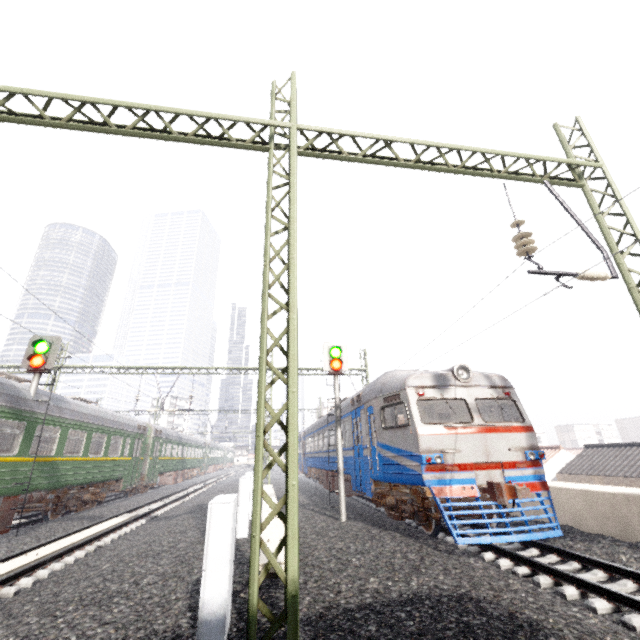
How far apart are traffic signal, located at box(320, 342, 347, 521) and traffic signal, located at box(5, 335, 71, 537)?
8.96m

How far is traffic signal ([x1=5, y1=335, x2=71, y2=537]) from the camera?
9.8 meters

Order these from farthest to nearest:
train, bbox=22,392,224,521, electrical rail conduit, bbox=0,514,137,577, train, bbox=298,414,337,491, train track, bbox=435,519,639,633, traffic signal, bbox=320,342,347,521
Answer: train, bbox=298,414,337,491
train, bbox=22,392,224,521
traffic signal, bbox=320,342,347,521
electrical rail conduit, bbox=0,514,137,577
train track, bbox=435,519,639,633

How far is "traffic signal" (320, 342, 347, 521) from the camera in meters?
10.4

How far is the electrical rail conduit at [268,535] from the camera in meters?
5.7

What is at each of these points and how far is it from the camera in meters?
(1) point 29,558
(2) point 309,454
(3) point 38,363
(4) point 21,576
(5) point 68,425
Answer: (1) electrical rail conduit, 7.3 m
(2) train, 24.2 m
(3) traffic signal, 10.4 m
(4) train track, 6.4 m
(5) train, 11.9 m

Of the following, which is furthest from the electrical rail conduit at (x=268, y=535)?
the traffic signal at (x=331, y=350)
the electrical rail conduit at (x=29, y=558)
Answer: the electrical rail conduit at (x=29, y=558)

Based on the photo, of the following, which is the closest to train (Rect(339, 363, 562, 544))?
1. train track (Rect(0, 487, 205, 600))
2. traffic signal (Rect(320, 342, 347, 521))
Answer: traffic signal (Rect(320, 342, 347, 521))
